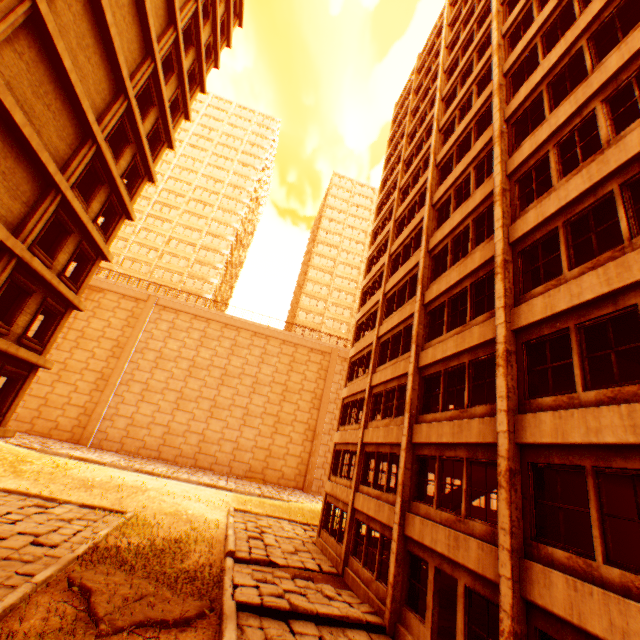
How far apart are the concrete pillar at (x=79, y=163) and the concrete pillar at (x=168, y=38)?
6.5 meters

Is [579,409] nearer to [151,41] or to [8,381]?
[8,381]

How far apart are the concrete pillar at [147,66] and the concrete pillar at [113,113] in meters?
0.4 m

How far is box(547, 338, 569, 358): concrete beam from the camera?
9.2 meters

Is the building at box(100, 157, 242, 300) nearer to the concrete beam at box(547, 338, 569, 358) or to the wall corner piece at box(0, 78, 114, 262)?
the wall corner piece at box(0, 78, 114, 262)

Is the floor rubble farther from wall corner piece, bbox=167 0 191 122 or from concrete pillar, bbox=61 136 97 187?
concrete pillar, bbox=61 136 97 187

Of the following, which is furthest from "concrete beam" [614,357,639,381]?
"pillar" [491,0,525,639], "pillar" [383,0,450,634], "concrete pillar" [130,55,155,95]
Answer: "concrete pillar" [130,55,155,95]

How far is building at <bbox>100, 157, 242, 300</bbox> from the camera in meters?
52.2
